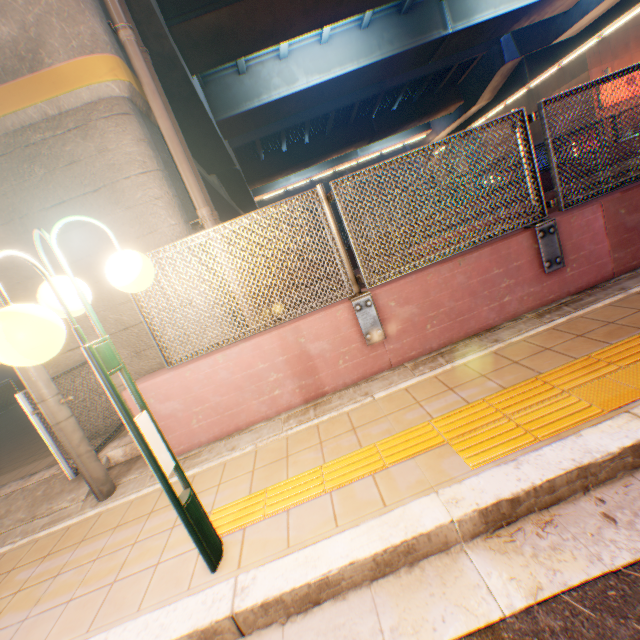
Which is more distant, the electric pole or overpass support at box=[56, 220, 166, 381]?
overpass support at box=[56, 220, 166, 381]

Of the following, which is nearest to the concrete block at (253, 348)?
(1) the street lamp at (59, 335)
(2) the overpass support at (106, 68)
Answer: (2) the overpass support at (106, 68)

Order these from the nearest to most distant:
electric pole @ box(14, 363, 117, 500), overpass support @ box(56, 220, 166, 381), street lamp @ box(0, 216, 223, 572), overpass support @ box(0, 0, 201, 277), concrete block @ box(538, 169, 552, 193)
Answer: street lamp @ box(0, 216, 223, 572) < electric pole @ box(14, 363, 117, 500) < overpass support @ box(0, 0, 201, 277) < overpass support @ box(56, 220, 166, 381) < concrete block @ box(538, 169, 552, 193)

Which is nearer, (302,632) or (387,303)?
(302,632)

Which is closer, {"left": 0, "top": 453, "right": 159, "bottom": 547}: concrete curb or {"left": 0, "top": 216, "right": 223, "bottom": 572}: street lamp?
{"left": 0, "top": 216, "right": 223, "bottom": 572}: street lamp

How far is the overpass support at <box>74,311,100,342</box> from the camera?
4.86m

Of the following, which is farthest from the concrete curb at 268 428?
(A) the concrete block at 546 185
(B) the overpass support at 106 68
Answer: (A) the concrete block at 546 185
